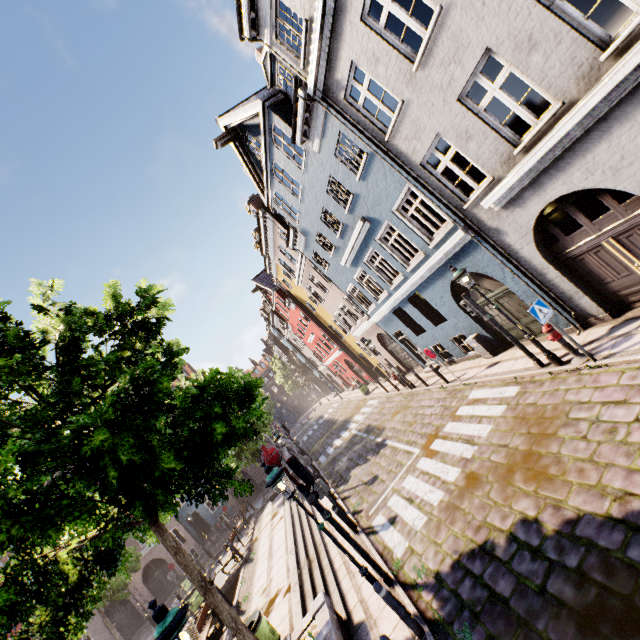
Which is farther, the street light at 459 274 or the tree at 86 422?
the street light at 459 274

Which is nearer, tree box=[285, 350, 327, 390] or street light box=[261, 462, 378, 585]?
street light box=[261, 462, 378, 585]

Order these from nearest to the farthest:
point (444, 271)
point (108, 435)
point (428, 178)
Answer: point (108, 435)
point (428, 178)
point (444, 271)

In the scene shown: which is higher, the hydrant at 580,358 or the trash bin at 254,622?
the trash bin at 254,622

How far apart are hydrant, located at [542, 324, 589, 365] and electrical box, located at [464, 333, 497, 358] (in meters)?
4.13

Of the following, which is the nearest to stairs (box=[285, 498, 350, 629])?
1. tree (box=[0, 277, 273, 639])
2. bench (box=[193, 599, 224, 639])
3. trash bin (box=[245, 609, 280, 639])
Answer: trash bin (box=[245, 609, 280, 639])

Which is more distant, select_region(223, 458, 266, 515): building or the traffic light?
select_region(223, 458, 266, 515): building

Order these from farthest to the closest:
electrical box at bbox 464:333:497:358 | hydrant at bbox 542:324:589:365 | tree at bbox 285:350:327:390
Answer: tree at bbox 285:350:327:390, electrical box at bbox 464:333:497:358, hydrant at bbox 542:324:589:365
